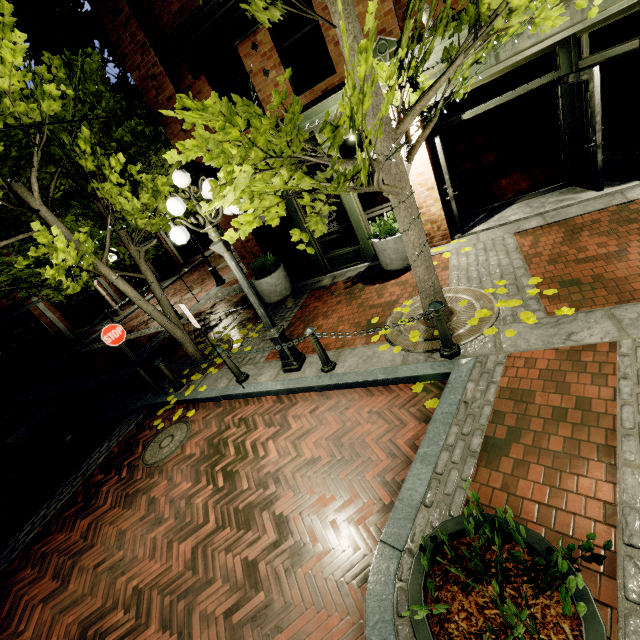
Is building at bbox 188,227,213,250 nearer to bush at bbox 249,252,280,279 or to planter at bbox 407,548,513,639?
bush at bbox 249,252,280,279

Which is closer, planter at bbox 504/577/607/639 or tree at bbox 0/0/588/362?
planter at bbox 504/577/607/639

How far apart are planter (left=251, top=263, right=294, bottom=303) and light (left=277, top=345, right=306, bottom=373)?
3.18m

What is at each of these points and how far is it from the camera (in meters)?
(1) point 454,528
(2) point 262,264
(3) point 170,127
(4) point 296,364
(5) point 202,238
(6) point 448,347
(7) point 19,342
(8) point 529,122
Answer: (1) planter, 2.29
(2) bush, 9.05
(3) building, 8.01
(4) light, 5.83
(5) building, 30.20
(6) post, 4.43
(7) building, 18.27
(8) building, 12.12

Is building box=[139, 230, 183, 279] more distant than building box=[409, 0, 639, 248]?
Yes

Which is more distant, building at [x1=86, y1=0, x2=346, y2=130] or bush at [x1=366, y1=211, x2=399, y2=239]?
bush at [x1=366, y1=211, x2=399, y2=239]

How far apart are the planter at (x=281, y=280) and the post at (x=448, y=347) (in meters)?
5.35

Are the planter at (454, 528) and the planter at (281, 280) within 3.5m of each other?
no
